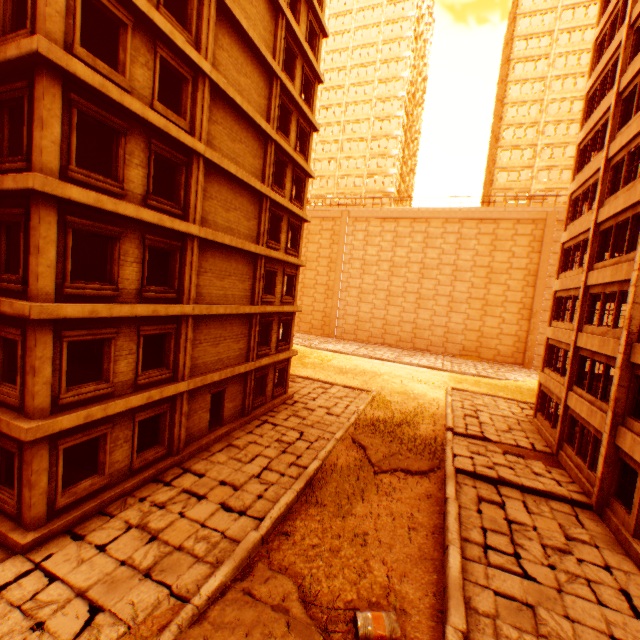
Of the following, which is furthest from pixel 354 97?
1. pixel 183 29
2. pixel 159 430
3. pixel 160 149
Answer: pixel 159 430

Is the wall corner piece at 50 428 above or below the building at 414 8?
below

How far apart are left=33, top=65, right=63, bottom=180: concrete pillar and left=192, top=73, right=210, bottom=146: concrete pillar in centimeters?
430cm

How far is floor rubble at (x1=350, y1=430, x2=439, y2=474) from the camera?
14.1 meters

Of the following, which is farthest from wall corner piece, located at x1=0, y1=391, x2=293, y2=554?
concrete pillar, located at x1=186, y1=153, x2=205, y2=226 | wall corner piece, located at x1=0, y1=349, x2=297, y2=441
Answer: concrete pillar, located at x1=186, y1=153, x2=205, y2=226

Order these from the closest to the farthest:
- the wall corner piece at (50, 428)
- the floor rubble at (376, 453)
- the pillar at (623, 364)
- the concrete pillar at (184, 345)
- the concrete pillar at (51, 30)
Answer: the concrete pillar at (51, 30), the wall corner piece at (50, 428), the pillar at (623, 364), the concrete pillar at (184, 345), the floor rubble at (376, 453)

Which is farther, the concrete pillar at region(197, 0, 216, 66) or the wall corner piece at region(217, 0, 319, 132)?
the wall corner piece at region(217, 0, 319, 132)

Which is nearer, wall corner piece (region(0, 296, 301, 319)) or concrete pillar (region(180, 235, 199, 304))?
wall corner piece (region(0, 296, 301, 319))
